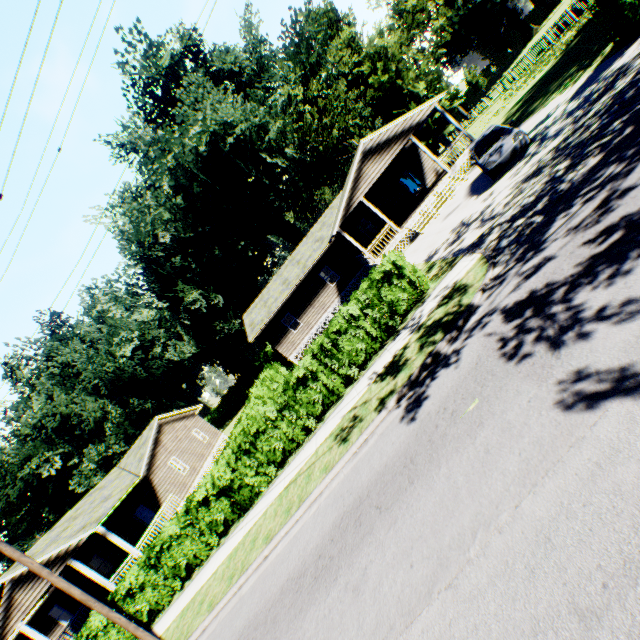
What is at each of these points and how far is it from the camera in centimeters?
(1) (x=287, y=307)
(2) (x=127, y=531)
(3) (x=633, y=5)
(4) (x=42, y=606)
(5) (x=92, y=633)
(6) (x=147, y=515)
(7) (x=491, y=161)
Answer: (1) house, 2680cm
(2) house, 2273cm
(3) hedge, 1098cm
(4) house, 2317cm
(5) hedge, 1284cm
(6) door, 2278cm
(7) car, 1388cm

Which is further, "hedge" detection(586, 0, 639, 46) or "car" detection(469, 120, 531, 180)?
"car" detection(469, 120, 531, 180)

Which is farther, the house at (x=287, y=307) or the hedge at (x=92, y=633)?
the house at (x=287, y=307)

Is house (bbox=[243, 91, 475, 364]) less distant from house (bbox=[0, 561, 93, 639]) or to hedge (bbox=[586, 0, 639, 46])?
hedge (bbox=[586, 0, 639, 46])

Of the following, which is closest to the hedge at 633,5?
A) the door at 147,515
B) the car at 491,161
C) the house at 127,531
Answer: the car at 491,161

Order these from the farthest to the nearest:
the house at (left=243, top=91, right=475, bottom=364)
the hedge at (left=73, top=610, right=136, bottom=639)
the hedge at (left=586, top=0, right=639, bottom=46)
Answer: the house at (left=243, top=91, right=475, bottom=364)
the hedge at (left=73, top=610, right=136, bottom=639)
the hedge at (left=586, top=0, right=639, bottom=46)

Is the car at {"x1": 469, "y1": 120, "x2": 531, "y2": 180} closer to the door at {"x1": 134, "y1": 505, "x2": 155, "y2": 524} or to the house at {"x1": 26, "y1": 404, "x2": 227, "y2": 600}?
the house at {"x1": 26, "y1": 404, "x2": 227, "y2": 600}

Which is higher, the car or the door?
the door
